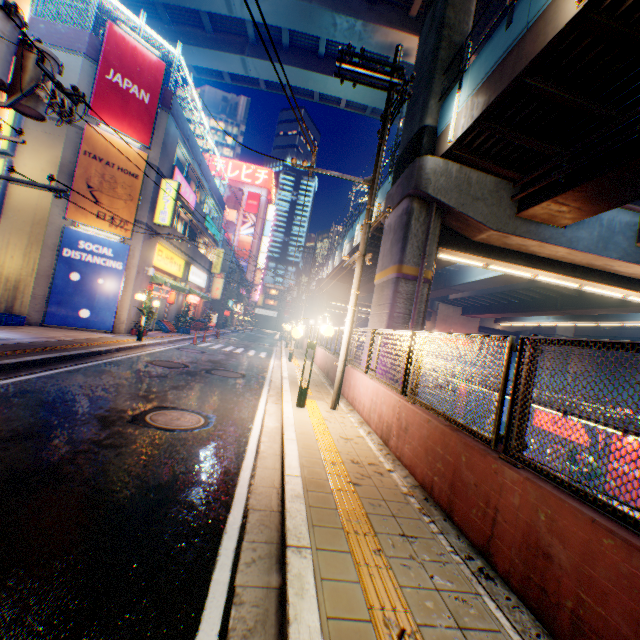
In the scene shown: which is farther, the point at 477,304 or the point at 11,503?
the point at 477,304

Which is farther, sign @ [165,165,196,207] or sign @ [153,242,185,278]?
sign @ [153,242,185,278]

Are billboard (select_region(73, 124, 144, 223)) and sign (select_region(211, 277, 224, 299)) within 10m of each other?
no

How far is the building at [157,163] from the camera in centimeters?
1639cm

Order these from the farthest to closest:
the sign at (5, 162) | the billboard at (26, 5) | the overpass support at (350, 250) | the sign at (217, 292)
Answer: the sign at (217, 292) < the overpass support at (350, 250) < the sign at (5, 162) < the billboard at (26, 5)

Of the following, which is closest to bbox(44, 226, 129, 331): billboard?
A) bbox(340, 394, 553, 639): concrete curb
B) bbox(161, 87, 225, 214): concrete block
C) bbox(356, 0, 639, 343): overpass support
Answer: bbox(161, 87, 225, 214): concrete block

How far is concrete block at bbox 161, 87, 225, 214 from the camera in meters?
16.6

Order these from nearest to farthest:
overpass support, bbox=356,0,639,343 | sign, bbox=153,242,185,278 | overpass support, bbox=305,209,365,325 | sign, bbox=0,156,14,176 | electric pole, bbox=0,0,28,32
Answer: electric pole, bbox=0,0,28,32 < overpass support, bbox=356,0,639,343 < sign, bbox=0,156,14,176 < sign, bbox=153,242,185,278 < overpass support, bbox=305,209,365,325
